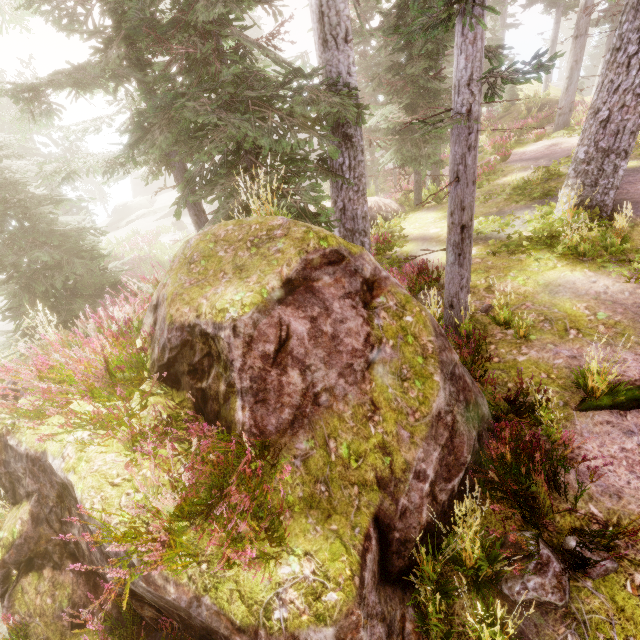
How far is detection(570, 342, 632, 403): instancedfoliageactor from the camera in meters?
4.6

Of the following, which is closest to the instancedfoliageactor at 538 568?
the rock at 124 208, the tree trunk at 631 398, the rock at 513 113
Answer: the rock at 513 113

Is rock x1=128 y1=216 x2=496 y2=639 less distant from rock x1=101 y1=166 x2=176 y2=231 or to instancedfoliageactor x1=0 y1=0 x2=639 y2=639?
instancedfoliageactor x1=0 y1=0 x2=639 y2=639

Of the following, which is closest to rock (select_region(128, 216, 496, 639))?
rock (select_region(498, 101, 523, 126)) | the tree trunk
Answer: the tree trunk

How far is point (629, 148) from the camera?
7.6 meters

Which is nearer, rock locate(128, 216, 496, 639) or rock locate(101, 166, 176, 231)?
rock locate(128, 216, 496, 639)

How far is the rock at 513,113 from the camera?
23.11m

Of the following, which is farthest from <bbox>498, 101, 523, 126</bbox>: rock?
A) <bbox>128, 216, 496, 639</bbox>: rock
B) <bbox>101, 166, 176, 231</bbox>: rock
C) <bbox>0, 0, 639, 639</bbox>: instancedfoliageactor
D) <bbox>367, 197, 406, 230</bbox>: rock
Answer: <bbox>101, 166, 176, 231</bbox>: rock
